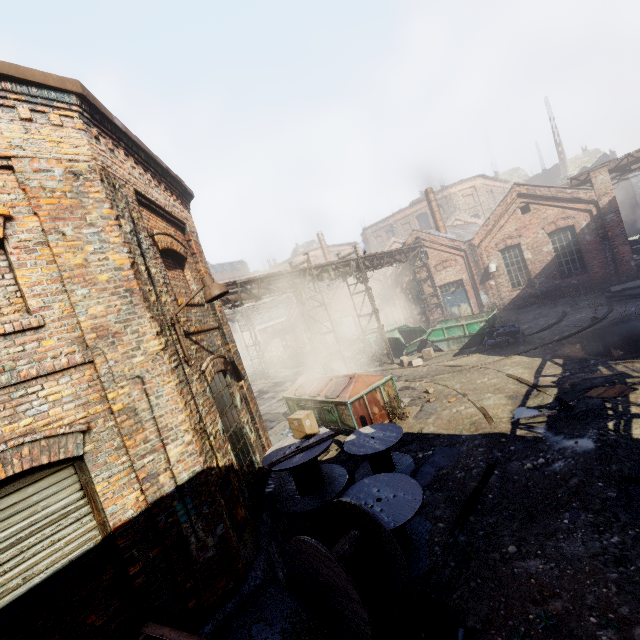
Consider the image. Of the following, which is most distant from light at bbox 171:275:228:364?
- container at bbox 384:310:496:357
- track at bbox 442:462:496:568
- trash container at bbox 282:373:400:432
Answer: container at bbox 384:310:496:357

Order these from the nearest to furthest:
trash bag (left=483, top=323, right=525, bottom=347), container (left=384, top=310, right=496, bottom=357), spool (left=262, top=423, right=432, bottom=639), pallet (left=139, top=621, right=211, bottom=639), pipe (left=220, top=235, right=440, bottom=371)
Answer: pallet (left=139, top=621, right=211, bottom=639), spool (left=262, top=423, right=432, bottom=639), pipe (left=220, top=235, right=440, bottom=371), trash bag (left=483, top=323, right=525, bottom=347), container (left=384, top=310, right=496, bottom=357)

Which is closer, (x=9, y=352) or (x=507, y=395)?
(x=9, y=352)

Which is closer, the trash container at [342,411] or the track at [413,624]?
the track at [413,624]

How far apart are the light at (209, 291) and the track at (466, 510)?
4.78m

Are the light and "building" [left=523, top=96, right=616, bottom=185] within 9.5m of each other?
no

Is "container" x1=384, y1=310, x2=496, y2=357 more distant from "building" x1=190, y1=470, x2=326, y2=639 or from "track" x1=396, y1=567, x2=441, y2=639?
"track" x1=396, y1=567, x2=441, y2=639

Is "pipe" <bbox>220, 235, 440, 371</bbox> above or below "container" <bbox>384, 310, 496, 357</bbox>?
above
